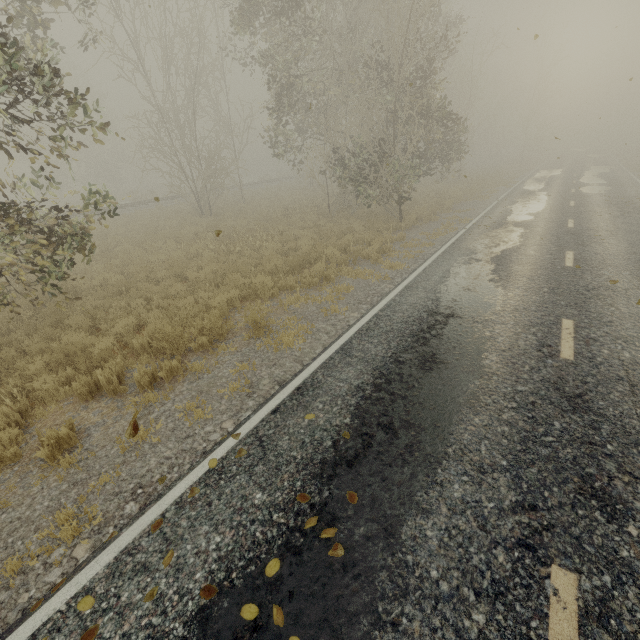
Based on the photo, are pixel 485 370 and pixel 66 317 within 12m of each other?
yes

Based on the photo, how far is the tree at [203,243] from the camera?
12.5m

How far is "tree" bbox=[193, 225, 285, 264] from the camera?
12.5 meters

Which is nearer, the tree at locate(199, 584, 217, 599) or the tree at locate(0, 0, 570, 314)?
the tree at locate(199, 584, 217, 599)

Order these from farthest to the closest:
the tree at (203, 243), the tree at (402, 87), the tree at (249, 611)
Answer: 1. the tree at (203, 243)
2. the tree at (402, 87)
3. the tree at (249, 611)
